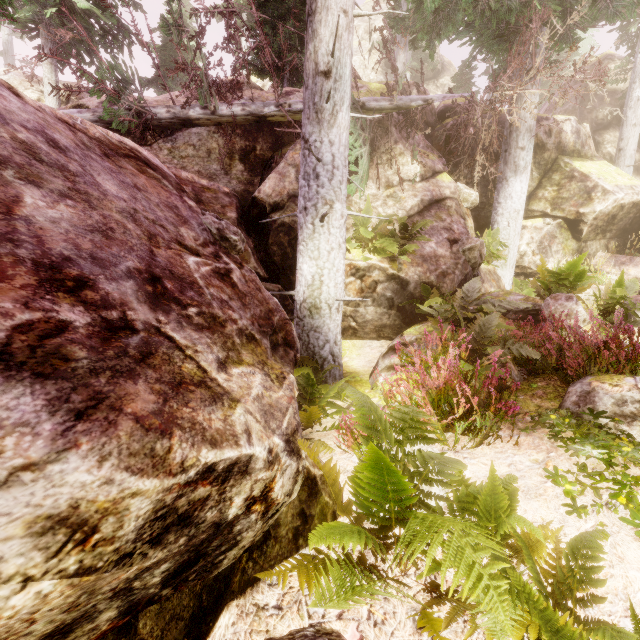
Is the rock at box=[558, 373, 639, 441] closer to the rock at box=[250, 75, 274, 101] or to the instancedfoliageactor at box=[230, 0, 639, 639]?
the instancedfoliageactor at box=[230, 0, 639, 639]

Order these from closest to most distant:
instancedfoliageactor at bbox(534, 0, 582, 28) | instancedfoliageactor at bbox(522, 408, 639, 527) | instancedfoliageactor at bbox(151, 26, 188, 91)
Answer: instancedfoliageactor at bbox(522, 408, 639, 527) → instancedfoliageactor at bbox(534, 0, 582, 28) → instancedfoliageactor at bbox(151, 26, 188, 91)

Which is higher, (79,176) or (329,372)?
(79,176)

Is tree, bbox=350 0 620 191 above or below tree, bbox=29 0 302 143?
above

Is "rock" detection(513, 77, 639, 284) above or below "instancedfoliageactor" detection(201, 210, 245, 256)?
above

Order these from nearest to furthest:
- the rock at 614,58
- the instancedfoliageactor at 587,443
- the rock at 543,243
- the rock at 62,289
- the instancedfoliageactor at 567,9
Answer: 1. the rock at 62,289
2. the instancedfoliageactor at 587,443
3. the instancedfoliageactor at 567,9
4. the rock at 543,243
5. the rock at 614,58

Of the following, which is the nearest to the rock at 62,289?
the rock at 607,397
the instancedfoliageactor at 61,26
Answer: the instancedfoliageactor at 61,26
